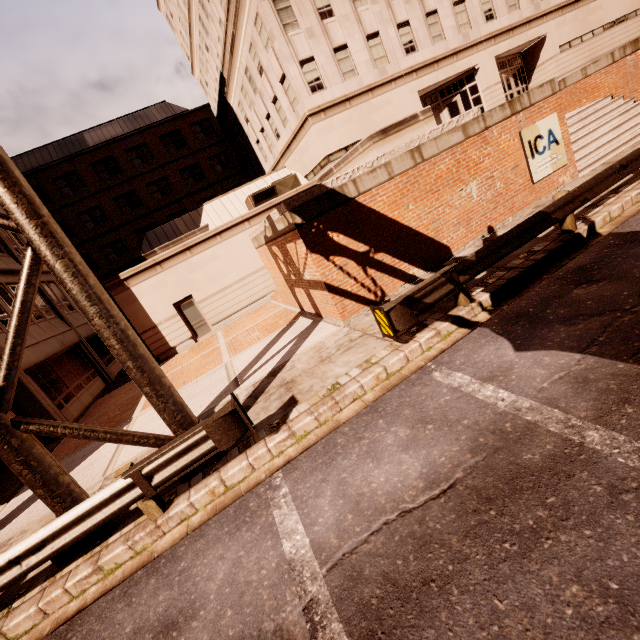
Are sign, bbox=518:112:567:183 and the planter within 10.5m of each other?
yes

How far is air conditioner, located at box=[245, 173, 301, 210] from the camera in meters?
19.3 m

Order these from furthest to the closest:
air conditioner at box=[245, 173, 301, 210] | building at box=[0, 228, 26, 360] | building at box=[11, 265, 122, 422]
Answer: air conditioner at box=[245, 173, 301, 210], building at box=[0, 228, 26, 360], building at box=[11, 265, 122, 422]

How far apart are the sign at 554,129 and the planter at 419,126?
2.6m

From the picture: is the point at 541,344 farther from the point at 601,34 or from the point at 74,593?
the point at 601,34

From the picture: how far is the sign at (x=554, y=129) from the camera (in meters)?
10.55

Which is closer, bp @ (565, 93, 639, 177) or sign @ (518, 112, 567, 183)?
sign @ (518, 112, 567, 183)

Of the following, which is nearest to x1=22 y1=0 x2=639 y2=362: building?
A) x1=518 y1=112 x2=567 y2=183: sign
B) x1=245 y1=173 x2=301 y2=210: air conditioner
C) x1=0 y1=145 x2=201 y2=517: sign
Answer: x1=245 y1=173 x2=301 y2=210: air conditioner
